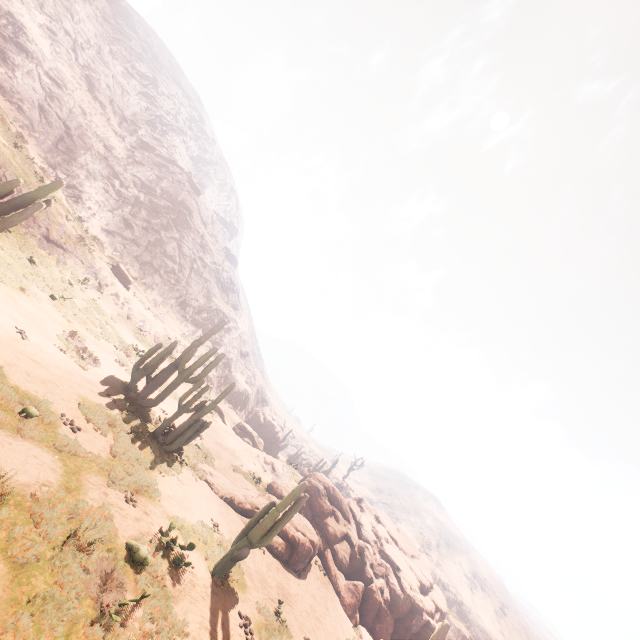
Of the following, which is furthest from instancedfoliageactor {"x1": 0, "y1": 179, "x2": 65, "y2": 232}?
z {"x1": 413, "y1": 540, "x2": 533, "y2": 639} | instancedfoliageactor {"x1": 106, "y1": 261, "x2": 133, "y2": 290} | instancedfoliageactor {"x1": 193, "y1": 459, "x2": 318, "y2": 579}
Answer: instancedfoliageactor {"x1": 106, "y1": 261, "x2": 133, "y2": 290}

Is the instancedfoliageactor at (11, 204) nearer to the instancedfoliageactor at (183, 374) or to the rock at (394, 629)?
the instancedfoliageactor at (183, 374)

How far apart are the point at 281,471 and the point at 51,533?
20.6 meters

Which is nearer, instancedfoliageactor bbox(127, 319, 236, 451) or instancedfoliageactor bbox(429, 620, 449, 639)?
instancedfoliageactor bbox(429, 620, 449, 639)

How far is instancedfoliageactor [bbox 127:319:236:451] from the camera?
13.6m

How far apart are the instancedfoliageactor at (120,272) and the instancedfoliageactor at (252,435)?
24.3m

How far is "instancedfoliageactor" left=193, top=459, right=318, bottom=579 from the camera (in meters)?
9.56

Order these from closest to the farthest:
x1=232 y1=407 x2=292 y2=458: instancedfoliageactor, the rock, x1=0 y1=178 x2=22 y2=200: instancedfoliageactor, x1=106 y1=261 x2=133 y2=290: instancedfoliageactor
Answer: x1=0 y1=178 x2=22 y2=200: instancedfoliageactor, the rock, x1=106 y1=261 x2=133 y2=290: instancedfoliageactor, x1=232 y1=407 x2=292 y2=458: instancedfoliageactor
